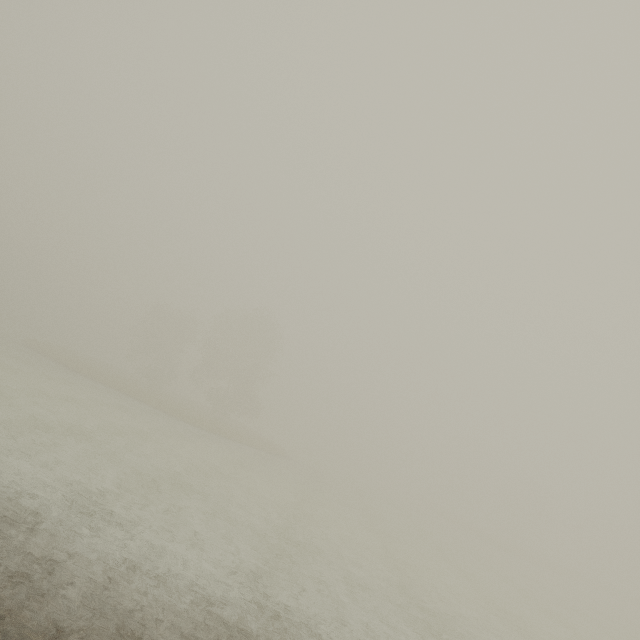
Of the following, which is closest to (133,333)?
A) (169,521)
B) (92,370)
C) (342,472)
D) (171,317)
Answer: (171,317)
